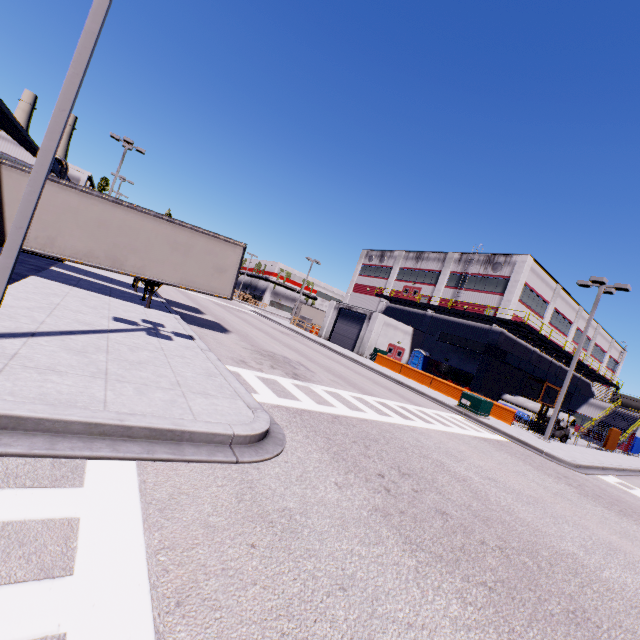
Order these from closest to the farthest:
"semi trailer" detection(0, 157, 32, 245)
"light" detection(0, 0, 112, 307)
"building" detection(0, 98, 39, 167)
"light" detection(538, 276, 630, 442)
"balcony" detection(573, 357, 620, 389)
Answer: "light" detection(0, 0, 112, 307)
"semi trailer" detection(0, 157, 32, 245)
"building" detection(0, 98, 39, 167)
"light" detection(538, 276, 630, 442)
"balcony" detection(573, 357, 620, 389)

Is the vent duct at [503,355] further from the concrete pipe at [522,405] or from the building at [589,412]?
the concrete pipe at [522,405]

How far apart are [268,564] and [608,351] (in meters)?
63.83

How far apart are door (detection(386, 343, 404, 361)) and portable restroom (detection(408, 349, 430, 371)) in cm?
77

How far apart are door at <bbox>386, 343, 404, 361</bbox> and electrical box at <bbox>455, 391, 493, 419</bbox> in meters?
14.2 m

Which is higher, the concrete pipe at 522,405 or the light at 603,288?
the light at 603,288

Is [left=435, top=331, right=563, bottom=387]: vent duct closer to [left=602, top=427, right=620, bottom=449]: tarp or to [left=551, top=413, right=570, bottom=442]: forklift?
[left=602, top=427, right=620, bottom=449]: tarp

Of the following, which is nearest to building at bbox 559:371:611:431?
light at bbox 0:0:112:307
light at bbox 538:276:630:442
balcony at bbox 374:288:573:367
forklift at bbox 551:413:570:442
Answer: balcony at bbox 374:288:573:367
